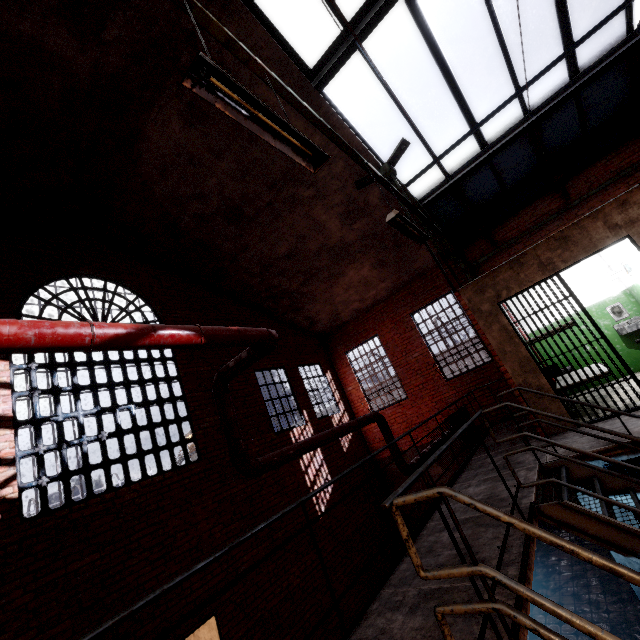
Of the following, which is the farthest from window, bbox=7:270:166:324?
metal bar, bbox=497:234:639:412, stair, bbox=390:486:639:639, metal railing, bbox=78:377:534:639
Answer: metal bar, bbox=497:234:639:412

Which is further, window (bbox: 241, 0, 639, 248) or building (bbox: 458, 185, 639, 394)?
window (bbox: 241, 0, 639, 248)

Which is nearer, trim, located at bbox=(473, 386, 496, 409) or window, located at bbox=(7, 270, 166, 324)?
window, located at bbox=(7, 270, 166, 324)

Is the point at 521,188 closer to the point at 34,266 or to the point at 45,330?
the point at 45,330

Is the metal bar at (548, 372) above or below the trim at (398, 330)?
below

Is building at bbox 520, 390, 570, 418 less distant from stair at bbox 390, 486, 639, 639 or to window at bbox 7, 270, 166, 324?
stair at bbox 390, 486, 639, 639

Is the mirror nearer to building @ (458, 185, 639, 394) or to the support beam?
the support beam

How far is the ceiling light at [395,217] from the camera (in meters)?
3.82
